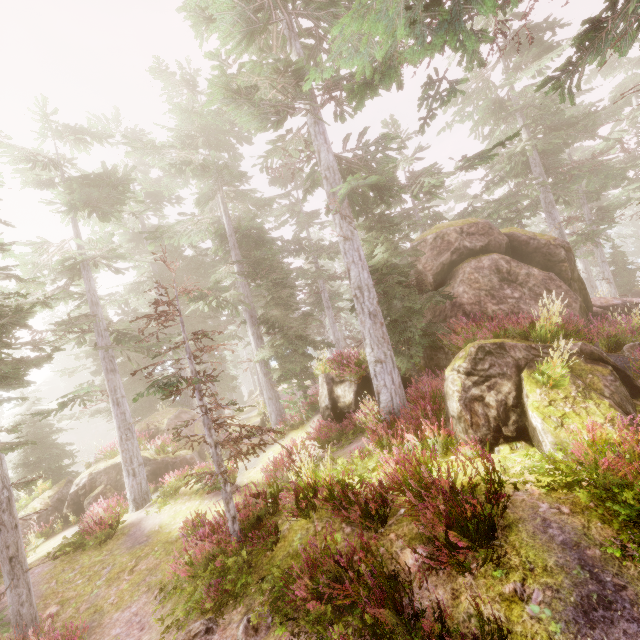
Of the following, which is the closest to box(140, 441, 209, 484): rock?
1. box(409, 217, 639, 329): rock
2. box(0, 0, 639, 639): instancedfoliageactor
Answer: box(0, 0, 639, 639): instancedfoliageactor

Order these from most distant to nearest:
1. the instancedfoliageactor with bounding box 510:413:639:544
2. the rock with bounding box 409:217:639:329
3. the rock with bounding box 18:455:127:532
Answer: the rock with bounding box 18:455:127:532 < the rock with bounding box 409:217:639:329 < the instancedfoliageactor with bounding box 510:413:639:544

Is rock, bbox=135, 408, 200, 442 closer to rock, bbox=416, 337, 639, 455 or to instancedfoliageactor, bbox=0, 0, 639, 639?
instancedfoliageactor, bbox=0, 0, 639, 639

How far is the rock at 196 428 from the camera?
19.5 meters

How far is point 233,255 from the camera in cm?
1839

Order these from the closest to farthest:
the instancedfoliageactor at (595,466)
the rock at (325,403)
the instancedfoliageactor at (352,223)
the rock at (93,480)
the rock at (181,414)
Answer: the instancedfoliageactor at (595,466), the instancedfoliageactor at (352,223), the rock at (325,403), the rock at (93,480), the rock at (181,414)

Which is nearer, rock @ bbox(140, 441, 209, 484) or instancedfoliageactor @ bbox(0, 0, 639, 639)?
instancedfoliageactor @ bbox(0, 0, 639, 639)
